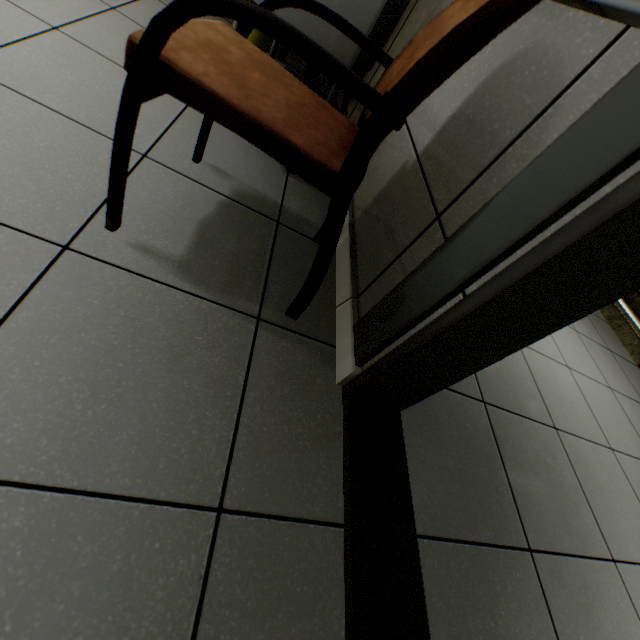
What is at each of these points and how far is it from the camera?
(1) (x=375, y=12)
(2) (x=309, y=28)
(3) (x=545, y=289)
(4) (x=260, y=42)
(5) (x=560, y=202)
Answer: (1) cabinet, 1.08m
(2) cabinet, 1.16m
(3) door, 0.59m
(4) garbage can, 1.69m
(5) door, 0.53m

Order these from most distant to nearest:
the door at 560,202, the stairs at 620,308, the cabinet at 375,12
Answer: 1. the stairs at 620,308
2. the cabinet at 375,12
3. the door at 560,202

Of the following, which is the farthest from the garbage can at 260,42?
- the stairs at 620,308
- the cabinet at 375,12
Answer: the stairs at 620,308

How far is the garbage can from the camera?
1.7m

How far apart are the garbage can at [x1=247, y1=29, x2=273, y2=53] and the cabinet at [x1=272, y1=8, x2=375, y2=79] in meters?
0.3 m

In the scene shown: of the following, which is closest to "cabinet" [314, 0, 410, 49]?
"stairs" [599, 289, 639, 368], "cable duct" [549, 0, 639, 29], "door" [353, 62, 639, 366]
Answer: "cable duct" [549, 0, 639, 29]

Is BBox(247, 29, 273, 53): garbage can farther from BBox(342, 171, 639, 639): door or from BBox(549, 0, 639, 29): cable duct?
BBox(342, 171, 639, 639): door

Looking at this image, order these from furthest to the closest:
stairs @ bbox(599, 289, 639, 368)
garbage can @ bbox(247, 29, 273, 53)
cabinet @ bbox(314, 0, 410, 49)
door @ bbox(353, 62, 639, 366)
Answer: stairs @ bbox(599, 289, 639, 368), garbage can @ bbox(247, 29, 273, 53), cabinet @ bbox(314, 0, 410, 49), door @ bbox(353, 62, 639, 366)
